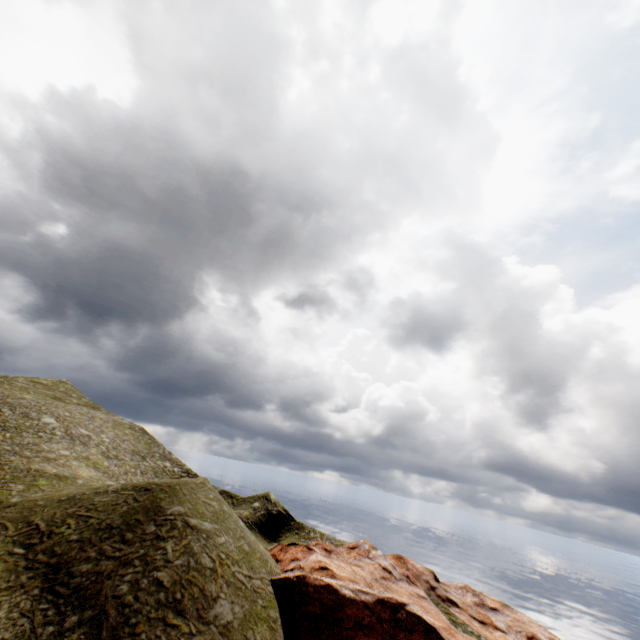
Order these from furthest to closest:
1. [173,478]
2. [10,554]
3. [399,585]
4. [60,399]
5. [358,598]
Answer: [60,399] < [173,478] < [399,585] < [358,598] < [10,554]
